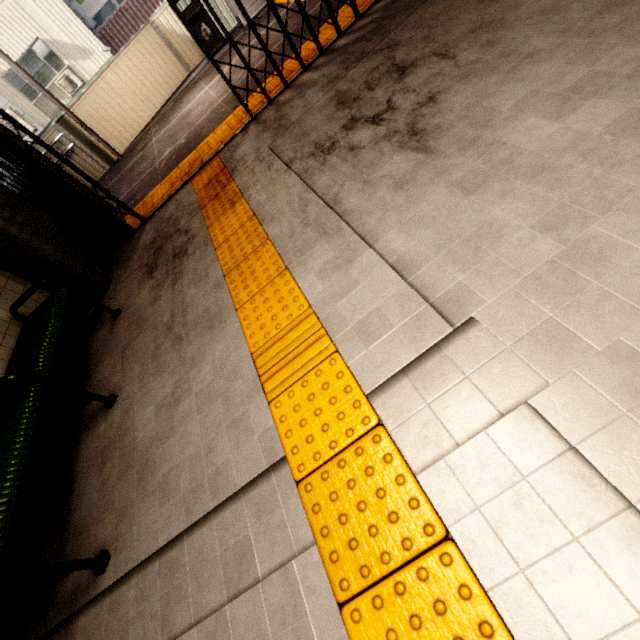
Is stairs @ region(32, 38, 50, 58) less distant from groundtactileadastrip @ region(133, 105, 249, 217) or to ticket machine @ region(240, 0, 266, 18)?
ticket machine @ region(240, 0, 266, 18)

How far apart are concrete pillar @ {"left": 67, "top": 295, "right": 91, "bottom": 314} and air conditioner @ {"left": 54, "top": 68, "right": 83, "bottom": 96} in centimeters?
1249cm

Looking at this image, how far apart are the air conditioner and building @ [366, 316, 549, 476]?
17.3m

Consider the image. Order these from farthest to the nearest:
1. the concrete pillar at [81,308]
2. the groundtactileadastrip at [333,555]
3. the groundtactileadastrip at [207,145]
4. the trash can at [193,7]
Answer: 1. the trash can at [193,7]
2. the groundtactileadastrip at [207,145]
3. the concrete pillar at [81,308]
4. the groundtactileadastrip at [333,555]

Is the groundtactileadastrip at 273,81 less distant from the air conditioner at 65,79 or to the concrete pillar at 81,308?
the concrete pillar at 81,308

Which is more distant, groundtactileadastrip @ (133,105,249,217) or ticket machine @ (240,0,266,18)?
ticket machine @ (240,0,266,18)

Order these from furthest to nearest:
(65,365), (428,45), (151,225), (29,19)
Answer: (29,19)
(151,225)
(65,365)
(428,45)

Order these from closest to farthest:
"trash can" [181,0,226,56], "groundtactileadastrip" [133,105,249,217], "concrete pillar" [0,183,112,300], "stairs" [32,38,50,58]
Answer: "concrete pillar" [0,183,112,300]
"groundtactileadastrip" [133,105,249,217]
"trash can" [181,0,226,56]
"stairs" [32,38,50,58]
